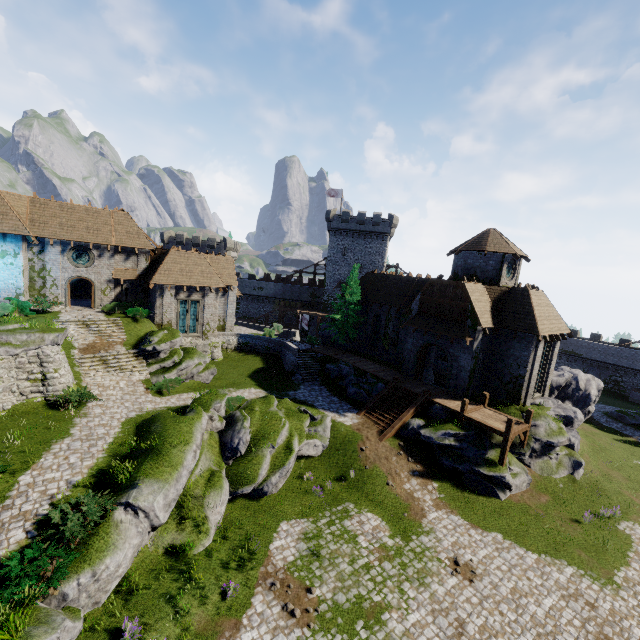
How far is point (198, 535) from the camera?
14.1 meters

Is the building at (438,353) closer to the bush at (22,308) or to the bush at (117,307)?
the bush at (117,307)

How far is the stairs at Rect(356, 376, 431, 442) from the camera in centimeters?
2300cm

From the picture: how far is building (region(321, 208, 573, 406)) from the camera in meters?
24.5 m

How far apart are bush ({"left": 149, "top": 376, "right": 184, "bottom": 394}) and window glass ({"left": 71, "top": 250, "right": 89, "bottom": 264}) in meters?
13.7

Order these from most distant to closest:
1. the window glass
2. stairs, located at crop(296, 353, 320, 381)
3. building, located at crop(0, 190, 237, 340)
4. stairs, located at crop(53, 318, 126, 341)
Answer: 1. stairs, located at crop(296, 353, 320, 381)
2. the window glass
3. stairs, located at crop(53, 318, 126, 341)
4. building, located at crop(0, 190, 237, 340)

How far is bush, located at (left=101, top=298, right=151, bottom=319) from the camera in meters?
28.8

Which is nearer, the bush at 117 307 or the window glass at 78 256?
the window glass at 78 256
